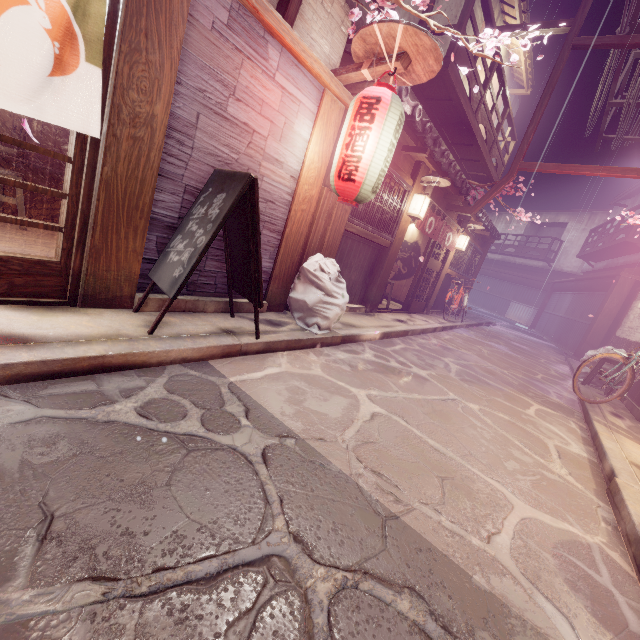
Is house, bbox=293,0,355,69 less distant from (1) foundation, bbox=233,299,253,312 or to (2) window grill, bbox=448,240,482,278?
(1) foundation, bbox=233,299,253,312

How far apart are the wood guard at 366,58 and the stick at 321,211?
2.1 meters

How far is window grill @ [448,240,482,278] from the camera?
19.38m

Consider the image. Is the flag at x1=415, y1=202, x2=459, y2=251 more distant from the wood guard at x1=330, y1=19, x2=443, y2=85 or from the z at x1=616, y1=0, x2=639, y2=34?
the z at x1=616, y1=0, x2=639, y2=34

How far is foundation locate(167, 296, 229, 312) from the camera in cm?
610

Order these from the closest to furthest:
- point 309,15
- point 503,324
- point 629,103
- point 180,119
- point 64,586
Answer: point 64,586 < point 180,119 < point 309,15 < point 629,103 < point 503,324

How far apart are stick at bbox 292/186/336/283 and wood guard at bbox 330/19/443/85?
2.1 meters

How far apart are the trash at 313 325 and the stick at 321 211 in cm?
9
